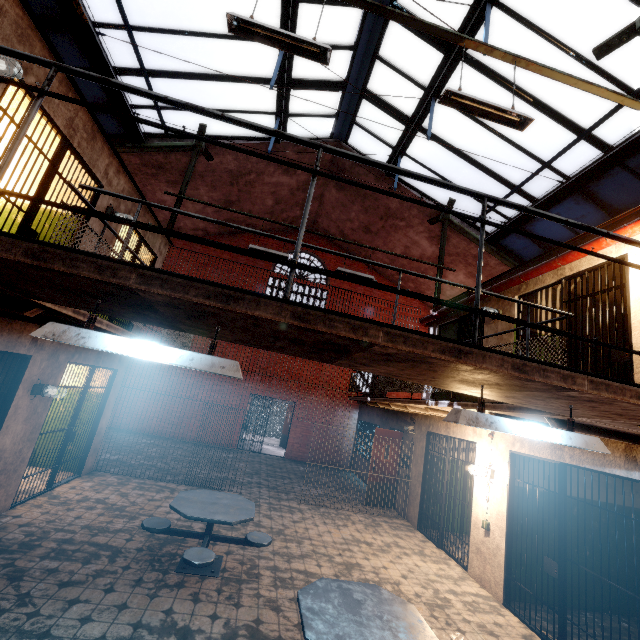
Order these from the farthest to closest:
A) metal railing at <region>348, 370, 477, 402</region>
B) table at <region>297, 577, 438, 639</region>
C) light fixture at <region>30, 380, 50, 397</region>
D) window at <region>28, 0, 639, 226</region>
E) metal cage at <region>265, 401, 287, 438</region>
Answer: metal cage at <region>265, 401, 287, 438</region> → window at <region>28, 0, 639, 226</region> → metal railing at <region>348, 370, 477, 402</region> → light fixture at <region>30, 380, 50, 397</region> → table at <region>297, 577, 438, 639</region>

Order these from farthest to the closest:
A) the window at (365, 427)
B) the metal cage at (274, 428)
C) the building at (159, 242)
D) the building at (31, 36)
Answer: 1. the metal cage at (274, 428)
2. the window at (365, 427)
3. the building at (159, 242)
4. the building at (31, 36)

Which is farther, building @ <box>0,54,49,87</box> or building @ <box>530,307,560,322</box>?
building @ <box>530,307,560,322</box>

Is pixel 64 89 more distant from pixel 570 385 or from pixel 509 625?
pixel 509 625

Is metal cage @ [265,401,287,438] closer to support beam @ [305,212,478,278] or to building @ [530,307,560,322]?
support beam @ [305,212,478,278]

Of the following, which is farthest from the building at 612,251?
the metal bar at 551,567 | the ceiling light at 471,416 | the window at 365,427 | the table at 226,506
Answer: the table at 226,506

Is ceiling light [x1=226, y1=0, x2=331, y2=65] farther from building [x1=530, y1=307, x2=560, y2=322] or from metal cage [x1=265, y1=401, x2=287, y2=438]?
metal cage [x1=265, y1=401, x2=287, y2=438]

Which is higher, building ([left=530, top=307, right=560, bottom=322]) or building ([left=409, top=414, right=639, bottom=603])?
building ([left=530, top=307, right=560, bottom=322])
